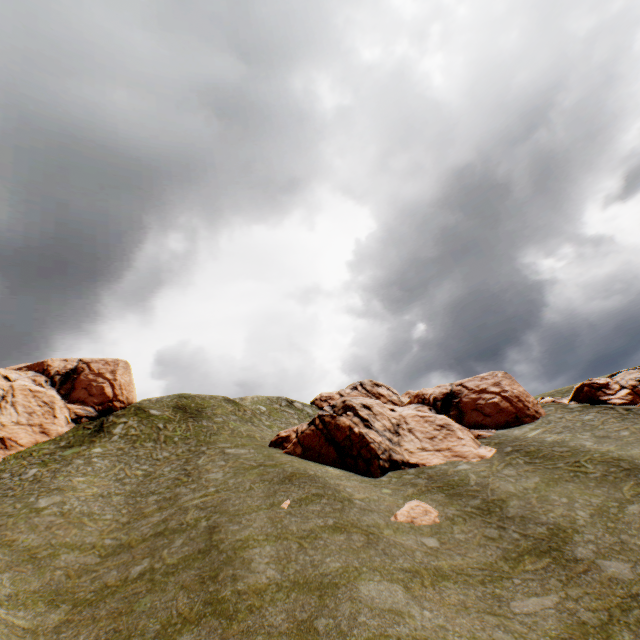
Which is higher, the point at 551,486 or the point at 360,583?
the point at 360,583

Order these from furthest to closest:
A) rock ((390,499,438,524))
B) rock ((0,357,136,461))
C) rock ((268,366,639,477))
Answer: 1. rock ((0,357,136,461))
2. rock ((268,366,639,477))
3. rock ((390,499,438,524))

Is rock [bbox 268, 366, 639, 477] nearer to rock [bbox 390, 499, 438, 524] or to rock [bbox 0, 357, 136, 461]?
rock [bbox 390, 499, 438, 524]

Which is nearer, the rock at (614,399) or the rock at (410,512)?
the rock at (410,512)

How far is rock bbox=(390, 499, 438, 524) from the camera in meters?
16.5

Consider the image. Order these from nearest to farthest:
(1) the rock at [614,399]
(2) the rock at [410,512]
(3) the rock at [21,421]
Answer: (2) the rock at [410,512], (1) the rock at [614,399], (3) the rock at [21,421]
